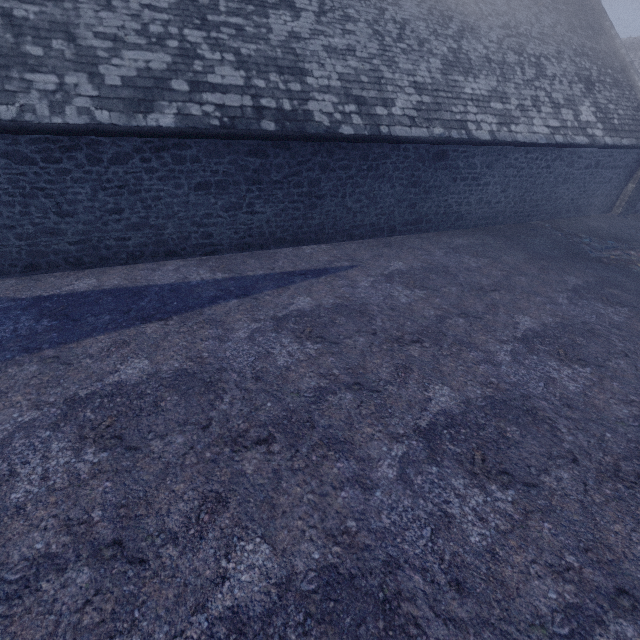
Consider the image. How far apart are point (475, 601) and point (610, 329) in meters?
6.5
